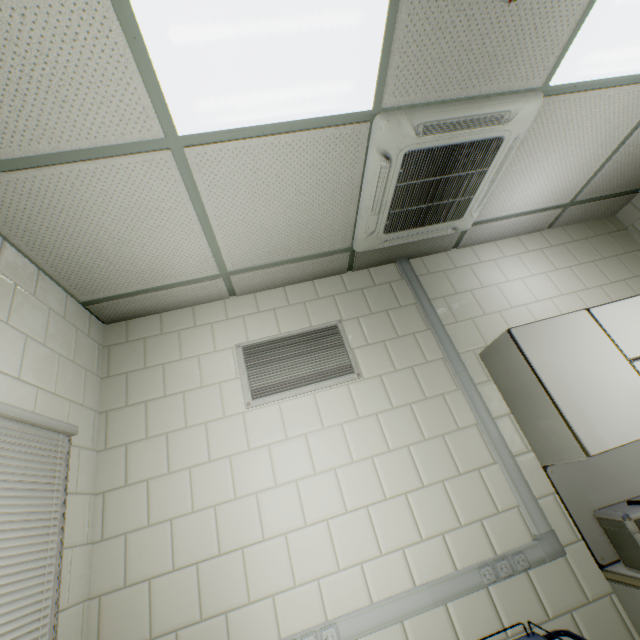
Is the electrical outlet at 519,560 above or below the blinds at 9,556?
below

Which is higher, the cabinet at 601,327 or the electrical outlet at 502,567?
the cabinet at 601,327

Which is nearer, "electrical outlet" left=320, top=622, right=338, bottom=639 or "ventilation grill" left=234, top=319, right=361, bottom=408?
"electrical outlet" left=320, top=622, right=338, bottom=639

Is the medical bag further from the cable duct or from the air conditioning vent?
the air conditioning vent

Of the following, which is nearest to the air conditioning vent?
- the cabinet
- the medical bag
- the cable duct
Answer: the cable duct

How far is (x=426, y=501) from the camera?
1.93m

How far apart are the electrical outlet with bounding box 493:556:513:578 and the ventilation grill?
1.2 meters

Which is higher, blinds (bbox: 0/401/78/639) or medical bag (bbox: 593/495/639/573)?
blinds (bbox: 0/401/78/639)
